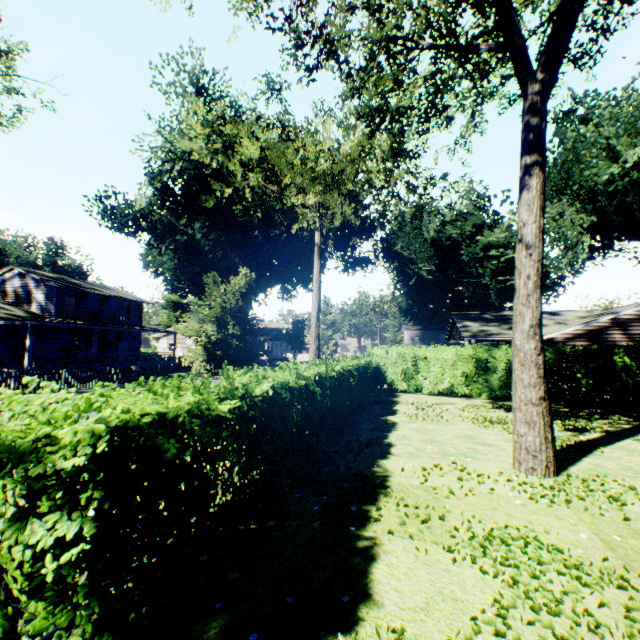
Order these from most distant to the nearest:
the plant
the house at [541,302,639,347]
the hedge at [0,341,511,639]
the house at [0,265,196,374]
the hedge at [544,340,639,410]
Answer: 1. the house at [0,265,196,374]
2. the house at [541,302,639,347]
3. the hedge at [544,340,639,410]
4. the plant
5. the hedge at [0,341,511,639]

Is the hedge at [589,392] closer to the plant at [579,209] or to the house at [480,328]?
the house at [480,328]

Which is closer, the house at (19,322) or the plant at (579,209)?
the plant at (579,209)

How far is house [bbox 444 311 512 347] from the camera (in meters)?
21.03

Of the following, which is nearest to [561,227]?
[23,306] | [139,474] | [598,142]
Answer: [598,142]

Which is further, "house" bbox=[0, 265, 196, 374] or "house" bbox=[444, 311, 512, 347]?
"house" bbox=[0, 265, 196, 374]

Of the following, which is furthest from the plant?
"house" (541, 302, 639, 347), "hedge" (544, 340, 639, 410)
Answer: "hedge" (544, 340, 639, 410)

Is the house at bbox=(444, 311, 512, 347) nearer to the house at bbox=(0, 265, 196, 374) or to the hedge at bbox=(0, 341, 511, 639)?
the hedge at bbox=(0, 341, 511, 639)
